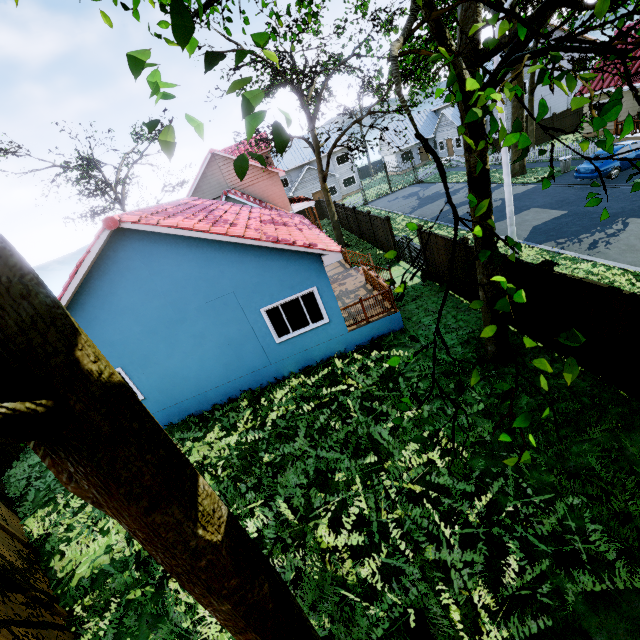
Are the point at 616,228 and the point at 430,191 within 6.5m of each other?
no

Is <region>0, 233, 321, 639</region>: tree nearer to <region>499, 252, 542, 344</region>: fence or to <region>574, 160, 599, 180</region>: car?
<region>499, 252, 542, 344</region>: fence

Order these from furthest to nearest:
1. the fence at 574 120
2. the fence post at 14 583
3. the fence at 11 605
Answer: the fence at 574 120
the fence post at 14 583
the fence at 11 605

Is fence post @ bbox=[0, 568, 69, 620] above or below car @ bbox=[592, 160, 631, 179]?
above

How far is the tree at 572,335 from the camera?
1.61m

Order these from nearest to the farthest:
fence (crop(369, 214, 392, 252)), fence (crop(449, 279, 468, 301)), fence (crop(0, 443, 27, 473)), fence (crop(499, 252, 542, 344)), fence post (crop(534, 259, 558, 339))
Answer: fence post (crop(534, 259, 558, 339)), fence (crop(499, 252, 542, 344)), fence (crop(449, 279, 468, 301)), fence (crop(0, 443, 27, 473)), fence (crop(369, 214, 392, 252))

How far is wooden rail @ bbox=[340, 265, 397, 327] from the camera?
11.24m

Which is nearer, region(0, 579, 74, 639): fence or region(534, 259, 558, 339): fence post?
region(0, 579, 74, 639): fence
